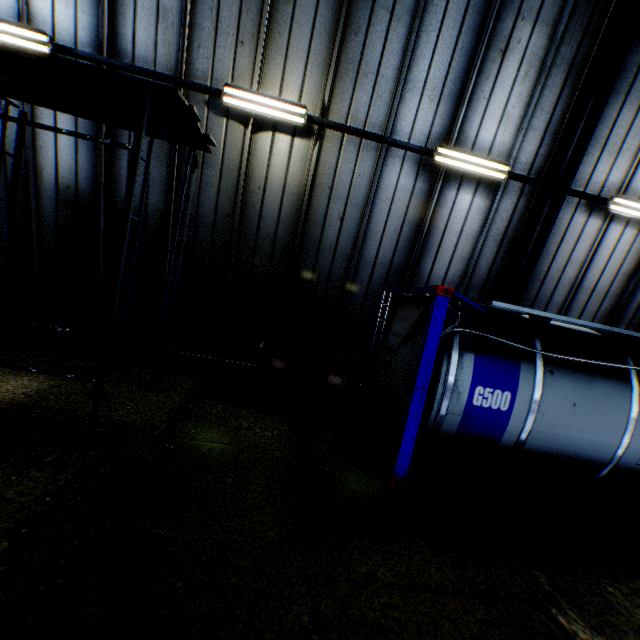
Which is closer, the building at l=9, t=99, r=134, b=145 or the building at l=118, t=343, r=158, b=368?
the building at l=9, t=99, r=134, b=145

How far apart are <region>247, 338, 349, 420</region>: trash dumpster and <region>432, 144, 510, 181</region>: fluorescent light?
4.6m

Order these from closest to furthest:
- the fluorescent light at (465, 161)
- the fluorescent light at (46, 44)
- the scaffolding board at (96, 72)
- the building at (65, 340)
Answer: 1. the scaffolding board at (96, 72)
2. the fluorescent light at (46, 44)
3. the fluorescent light at (465, 161)
4. the building at (65, 340)

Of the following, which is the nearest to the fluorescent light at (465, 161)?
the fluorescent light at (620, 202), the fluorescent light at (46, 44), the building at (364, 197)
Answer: the building at (364, 197)

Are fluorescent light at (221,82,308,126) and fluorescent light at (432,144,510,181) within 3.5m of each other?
yes

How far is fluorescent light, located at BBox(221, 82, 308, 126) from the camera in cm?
614

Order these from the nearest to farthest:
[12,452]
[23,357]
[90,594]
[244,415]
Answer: [90,594]
[12,452]
[244,415]
[23,357]

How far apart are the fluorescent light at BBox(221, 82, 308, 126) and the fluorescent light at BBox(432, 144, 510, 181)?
2.7m
